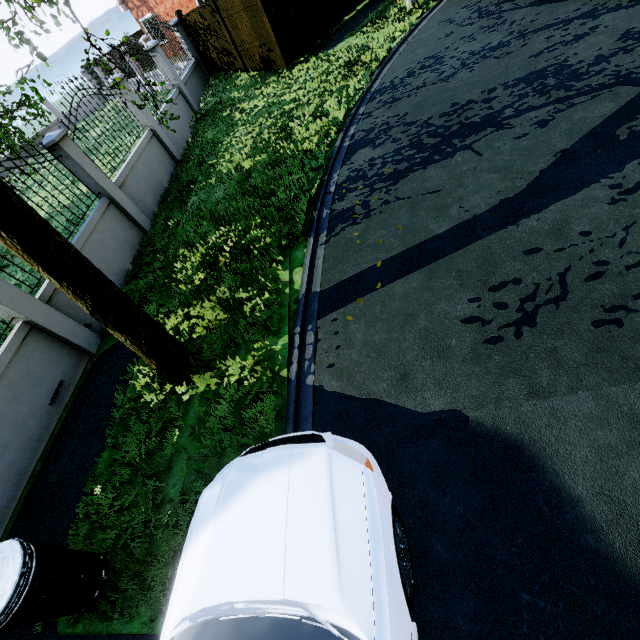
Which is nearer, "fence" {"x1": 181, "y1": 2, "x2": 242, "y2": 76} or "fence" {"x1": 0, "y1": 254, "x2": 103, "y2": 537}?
"fence" {"x1": 0, "y1": 254, "x2": 103, "y2": 537}

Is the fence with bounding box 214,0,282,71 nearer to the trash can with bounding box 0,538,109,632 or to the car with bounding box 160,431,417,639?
the trash can with bounding box 0,538,109,632

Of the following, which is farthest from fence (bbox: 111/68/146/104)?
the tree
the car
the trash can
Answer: the car

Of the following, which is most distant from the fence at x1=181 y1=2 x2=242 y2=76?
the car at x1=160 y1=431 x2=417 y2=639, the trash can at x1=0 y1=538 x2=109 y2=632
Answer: the car at x1=160 y1=431 x2=417 y2=639

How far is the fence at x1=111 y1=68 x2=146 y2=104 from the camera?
8.92m

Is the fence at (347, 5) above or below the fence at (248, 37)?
below

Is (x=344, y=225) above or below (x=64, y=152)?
below

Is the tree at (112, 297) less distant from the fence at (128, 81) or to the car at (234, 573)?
the fence at (128, 81)
